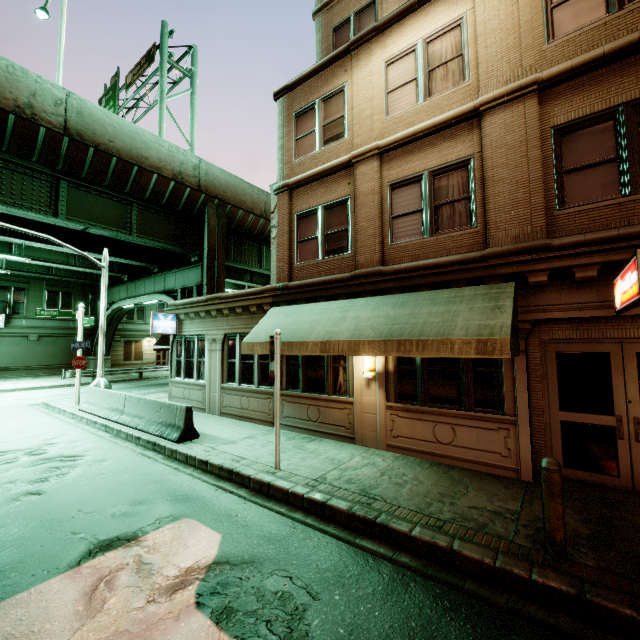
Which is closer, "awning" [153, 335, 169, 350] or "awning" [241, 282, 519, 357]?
"awning" [241, 282, 519, 357]

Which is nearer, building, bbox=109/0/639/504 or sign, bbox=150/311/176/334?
building, bbox=109/0/639/504

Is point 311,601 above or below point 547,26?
below

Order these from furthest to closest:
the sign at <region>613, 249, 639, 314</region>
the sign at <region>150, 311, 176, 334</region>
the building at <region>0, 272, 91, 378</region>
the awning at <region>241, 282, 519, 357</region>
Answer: the building at <region>0, 272, 91, 378</region> < the sign at <region>150, 311, 176, 334</region> < the awning at <region>241, 282, 519, 357</region> < the sign at <region>613, 249, 639, 314</region>

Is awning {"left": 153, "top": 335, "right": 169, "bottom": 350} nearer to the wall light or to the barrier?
the barrier

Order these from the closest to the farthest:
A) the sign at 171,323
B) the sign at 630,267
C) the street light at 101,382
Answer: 1. the sign at 630,267
2. the street light at 101,382
3. the sign at 171,323

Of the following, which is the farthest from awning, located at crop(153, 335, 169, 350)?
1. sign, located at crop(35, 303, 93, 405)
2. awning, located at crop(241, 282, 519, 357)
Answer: Result: awning, located at crop(241, 282, 519, 357)

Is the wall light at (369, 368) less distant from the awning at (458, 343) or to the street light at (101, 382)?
the awning at (458, 343)
